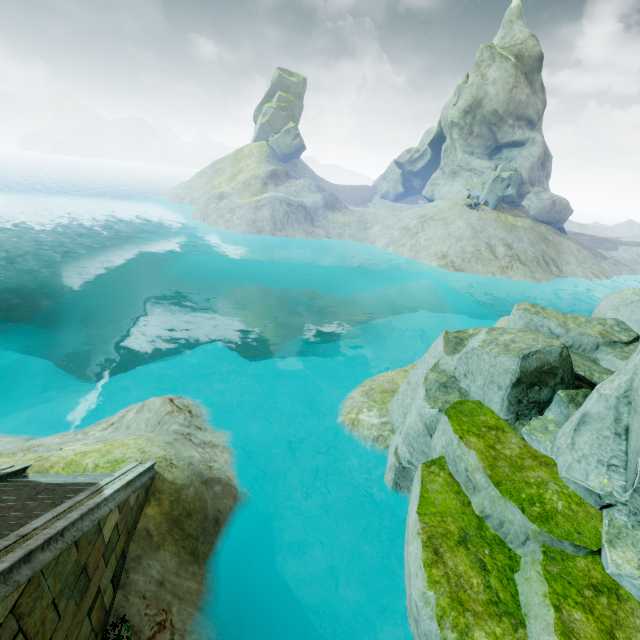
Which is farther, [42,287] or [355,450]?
[42,287]

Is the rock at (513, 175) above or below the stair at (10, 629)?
above

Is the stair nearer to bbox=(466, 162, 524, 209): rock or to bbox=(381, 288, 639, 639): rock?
bbox=(381, 288, 639, 639): rock

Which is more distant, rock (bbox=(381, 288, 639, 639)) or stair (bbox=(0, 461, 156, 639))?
rock (bbox=(381, 288, 639, 639))

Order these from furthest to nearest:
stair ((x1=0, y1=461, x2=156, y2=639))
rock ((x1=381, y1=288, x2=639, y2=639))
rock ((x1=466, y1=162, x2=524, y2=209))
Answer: rock ((x1=466, y1=162, x2=524, y2=209)), rock ((x1=381, y1=288, x2=639, y2=639)), stair ((x1=0, y1=461, x2=156, y2=639))

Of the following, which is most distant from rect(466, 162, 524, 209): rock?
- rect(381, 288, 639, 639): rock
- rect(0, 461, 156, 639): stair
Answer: rect(0, 461, 156, 639): stair

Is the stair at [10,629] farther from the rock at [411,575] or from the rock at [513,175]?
the rock at [513,175]

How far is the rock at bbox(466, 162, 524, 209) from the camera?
40.2 meters
